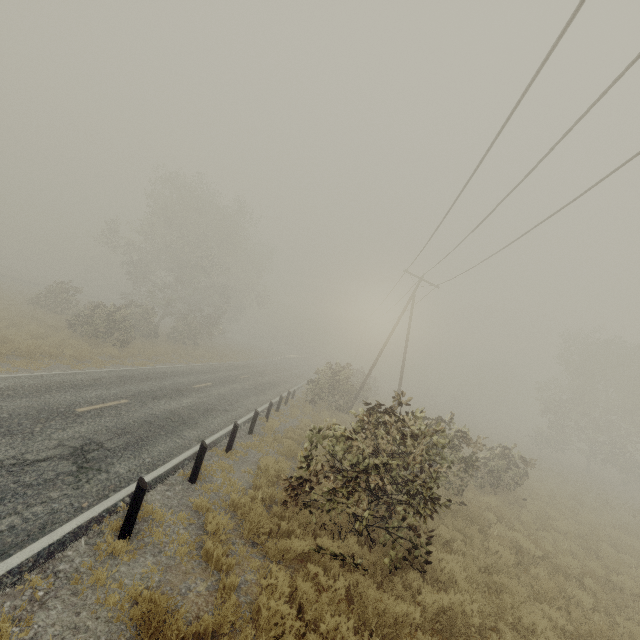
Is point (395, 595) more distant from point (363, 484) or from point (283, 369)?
point (283, 369)

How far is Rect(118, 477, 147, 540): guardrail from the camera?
5.69m

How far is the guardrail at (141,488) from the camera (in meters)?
5.69

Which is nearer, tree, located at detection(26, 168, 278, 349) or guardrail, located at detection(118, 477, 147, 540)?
guardrail, located at detection(118, 477, 147, 540)

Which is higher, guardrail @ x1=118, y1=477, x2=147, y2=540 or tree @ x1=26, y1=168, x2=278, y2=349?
tree @ x1=26, y1=168, x2=278, y2=349

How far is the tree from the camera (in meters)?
25.95

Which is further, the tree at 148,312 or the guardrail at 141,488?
the tree at 148,312
